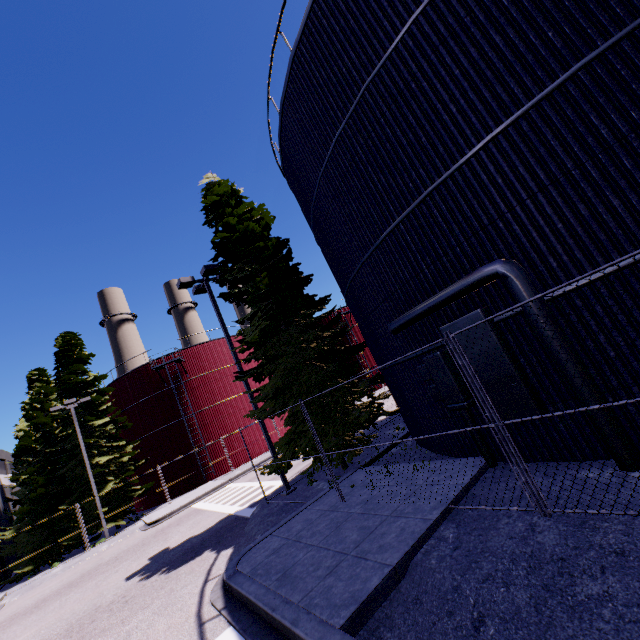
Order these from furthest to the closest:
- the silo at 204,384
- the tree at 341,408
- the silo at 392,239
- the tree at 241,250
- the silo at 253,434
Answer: the silo at 253,434 < the silo at 204,384 < the tree at 241,250 < the tree at 341,408 < the silo at 392,239

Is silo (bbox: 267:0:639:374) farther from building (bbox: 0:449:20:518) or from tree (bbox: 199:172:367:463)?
tree (bbox: 199:172:367:463)

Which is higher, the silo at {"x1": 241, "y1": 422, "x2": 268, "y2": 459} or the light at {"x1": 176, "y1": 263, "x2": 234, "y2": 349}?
the light at {"x1": 176, "y1": 263, "x2": 234, "y2": 349}

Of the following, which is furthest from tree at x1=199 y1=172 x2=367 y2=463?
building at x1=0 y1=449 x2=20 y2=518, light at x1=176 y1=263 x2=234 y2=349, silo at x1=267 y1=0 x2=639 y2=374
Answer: building at x1=0 y1=449 x2=20 y2=518

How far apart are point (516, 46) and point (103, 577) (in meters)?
21.70

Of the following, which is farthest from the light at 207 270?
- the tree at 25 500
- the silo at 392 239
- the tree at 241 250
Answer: the tree at 25 500

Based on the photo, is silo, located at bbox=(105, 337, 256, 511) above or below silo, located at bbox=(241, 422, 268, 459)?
above

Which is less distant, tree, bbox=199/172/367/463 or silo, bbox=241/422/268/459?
tree, bbox=199/172/367/463
